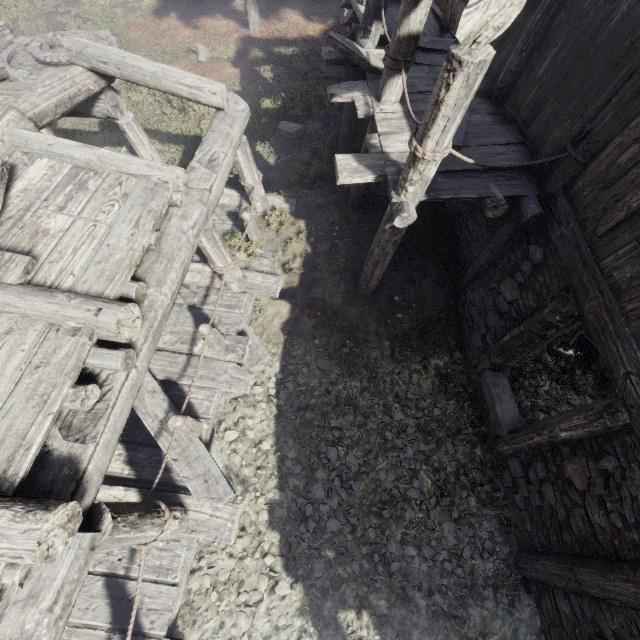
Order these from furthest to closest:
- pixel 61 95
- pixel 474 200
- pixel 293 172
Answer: pixel 293 172, pixel 474 200, pixel 61 95

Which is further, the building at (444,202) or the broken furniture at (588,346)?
the broken furniture at (588,346)

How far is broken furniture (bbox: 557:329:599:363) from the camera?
6.9 meters

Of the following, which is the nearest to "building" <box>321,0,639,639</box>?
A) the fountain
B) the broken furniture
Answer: the broken furniture

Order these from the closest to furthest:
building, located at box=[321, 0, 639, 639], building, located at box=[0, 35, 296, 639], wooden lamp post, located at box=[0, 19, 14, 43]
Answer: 1. building, located at box=[0, 35, 296, 639]
2. building, located at box=[321, 0, 639, 639]
3. wooden lamp post, located at box=[0, 19, 14, 43]

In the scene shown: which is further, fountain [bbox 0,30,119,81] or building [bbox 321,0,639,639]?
fountain [bbox 0,30,119,81]

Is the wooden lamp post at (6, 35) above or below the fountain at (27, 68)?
below

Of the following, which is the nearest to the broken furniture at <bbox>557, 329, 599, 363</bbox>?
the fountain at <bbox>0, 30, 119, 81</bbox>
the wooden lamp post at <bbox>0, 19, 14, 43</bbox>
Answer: the fountain at <bbox>0, 30, 119, 81</bbox>
